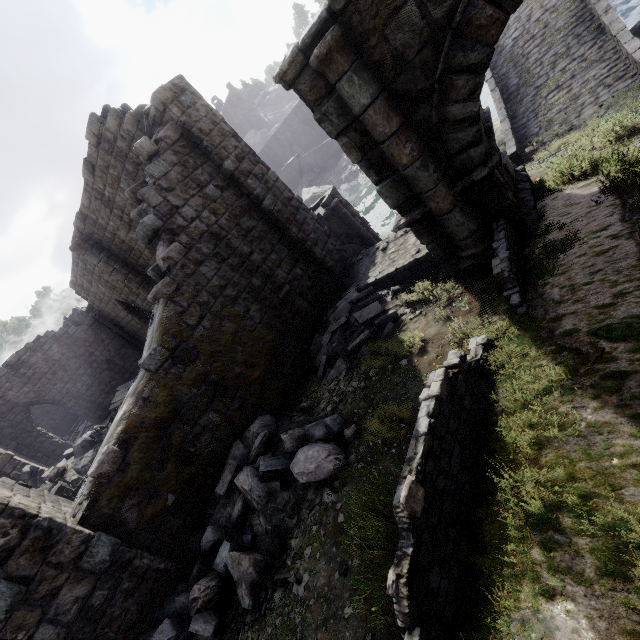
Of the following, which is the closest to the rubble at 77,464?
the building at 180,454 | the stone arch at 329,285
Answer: the building at 180,454

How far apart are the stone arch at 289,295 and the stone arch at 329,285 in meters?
0.5 m

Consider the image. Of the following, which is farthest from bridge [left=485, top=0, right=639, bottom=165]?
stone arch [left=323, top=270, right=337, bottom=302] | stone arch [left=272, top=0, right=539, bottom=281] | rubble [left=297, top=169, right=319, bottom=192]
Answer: rubble [left=297, top=169, right=319, bottom=192]

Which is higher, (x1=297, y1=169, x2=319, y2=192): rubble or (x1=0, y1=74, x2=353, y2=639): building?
(x1=0, y1=74, x2=353, y2=639): building

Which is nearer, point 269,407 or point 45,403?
point 269,407

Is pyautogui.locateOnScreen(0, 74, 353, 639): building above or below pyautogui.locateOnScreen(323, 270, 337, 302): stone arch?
above

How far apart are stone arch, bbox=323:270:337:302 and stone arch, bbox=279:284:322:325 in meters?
0.5 m

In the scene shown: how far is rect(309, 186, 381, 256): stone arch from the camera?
11.71m
